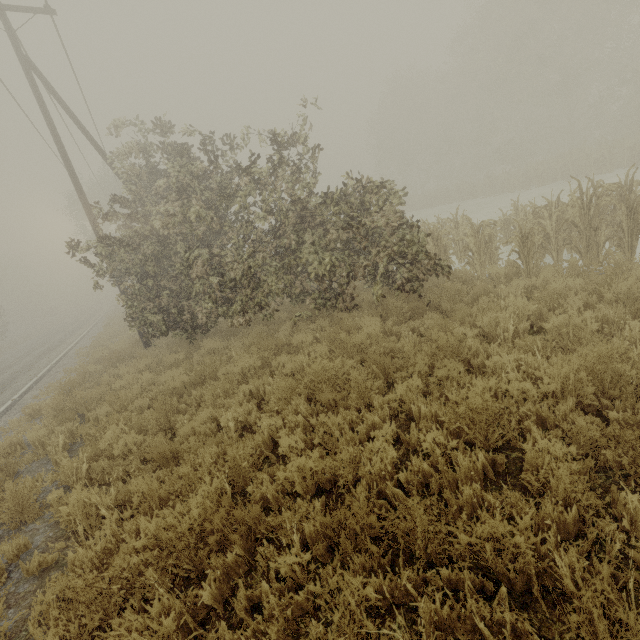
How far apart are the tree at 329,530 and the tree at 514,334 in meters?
4.0 m

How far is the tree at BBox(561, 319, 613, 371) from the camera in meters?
3.5 m

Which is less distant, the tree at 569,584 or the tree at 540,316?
the tree at 569,584

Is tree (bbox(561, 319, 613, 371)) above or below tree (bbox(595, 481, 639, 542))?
above

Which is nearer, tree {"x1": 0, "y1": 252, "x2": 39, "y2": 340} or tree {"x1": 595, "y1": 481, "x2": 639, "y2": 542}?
tree {"x1": 595, "y1": 481, "x2": 639, "y2": 542}

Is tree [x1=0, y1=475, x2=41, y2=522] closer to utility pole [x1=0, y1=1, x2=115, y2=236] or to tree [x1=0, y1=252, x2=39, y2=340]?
utility pole [x1=0, y1=1, x2=115, y2=236]

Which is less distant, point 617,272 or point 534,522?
point 534,522
